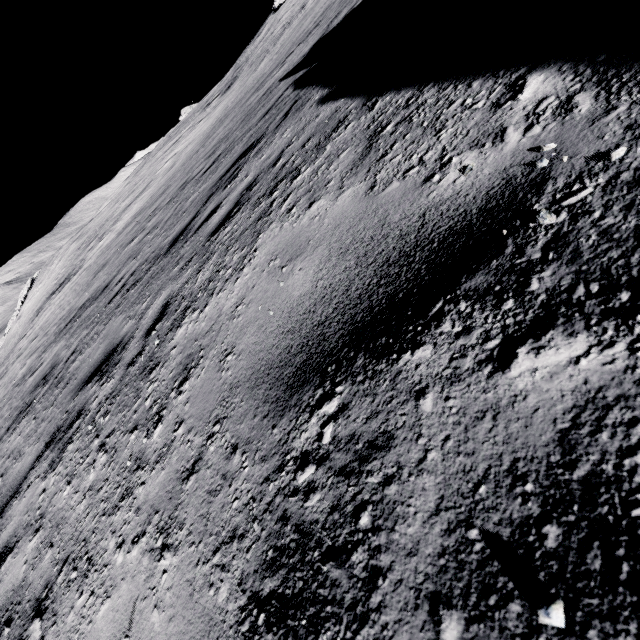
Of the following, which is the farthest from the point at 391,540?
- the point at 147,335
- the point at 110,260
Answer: the point at 110,260
